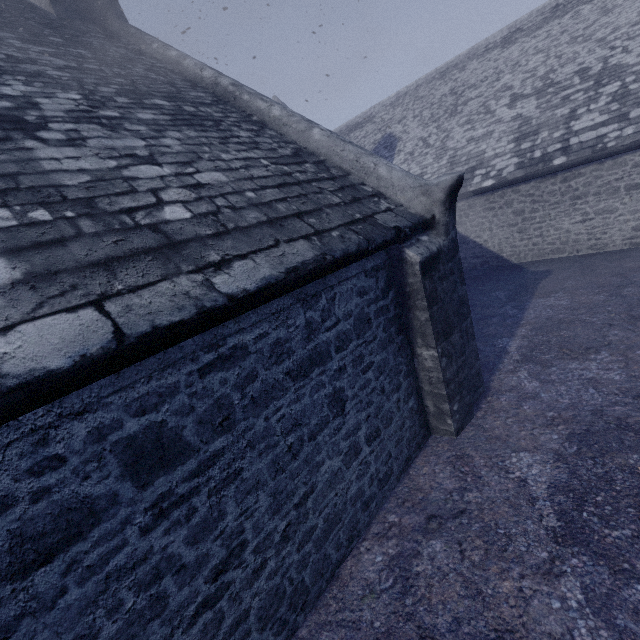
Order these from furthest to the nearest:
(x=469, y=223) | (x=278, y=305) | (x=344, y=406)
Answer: (x=469, y=223) < (x=344, y=406) < (x=278, y=305)
